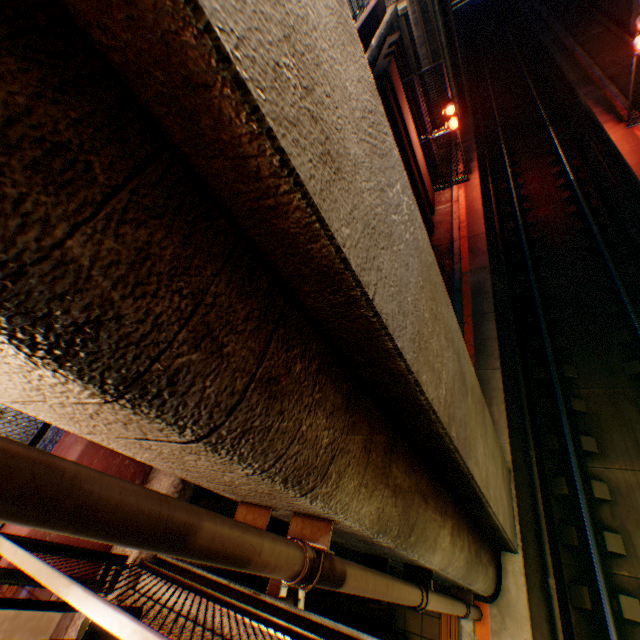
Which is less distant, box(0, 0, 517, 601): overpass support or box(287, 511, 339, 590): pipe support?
box(0, 0, 517, 601): overpass support

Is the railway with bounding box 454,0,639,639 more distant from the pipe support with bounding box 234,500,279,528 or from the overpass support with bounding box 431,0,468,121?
the pipe support with bounding box 234,500,279,528

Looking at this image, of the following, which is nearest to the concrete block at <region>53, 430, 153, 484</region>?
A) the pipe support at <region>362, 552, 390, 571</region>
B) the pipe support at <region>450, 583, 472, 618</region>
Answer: the pipe support at <region>362, 552, 390, 571</region>

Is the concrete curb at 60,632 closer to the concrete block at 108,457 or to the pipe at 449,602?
the concrete block at 108,457

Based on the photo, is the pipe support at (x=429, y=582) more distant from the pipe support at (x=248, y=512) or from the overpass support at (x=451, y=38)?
the pipe support at (x=248, y=512)

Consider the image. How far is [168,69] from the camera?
1.0m

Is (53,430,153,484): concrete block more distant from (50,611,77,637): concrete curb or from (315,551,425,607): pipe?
(315,551,425,607): pipe

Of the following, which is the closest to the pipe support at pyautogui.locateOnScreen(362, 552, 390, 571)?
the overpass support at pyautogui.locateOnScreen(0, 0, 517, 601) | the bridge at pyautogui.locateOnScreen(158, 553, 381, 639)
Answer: the overpass support at pyautogui.locateOnScreen(0, 0, 517, 601)
